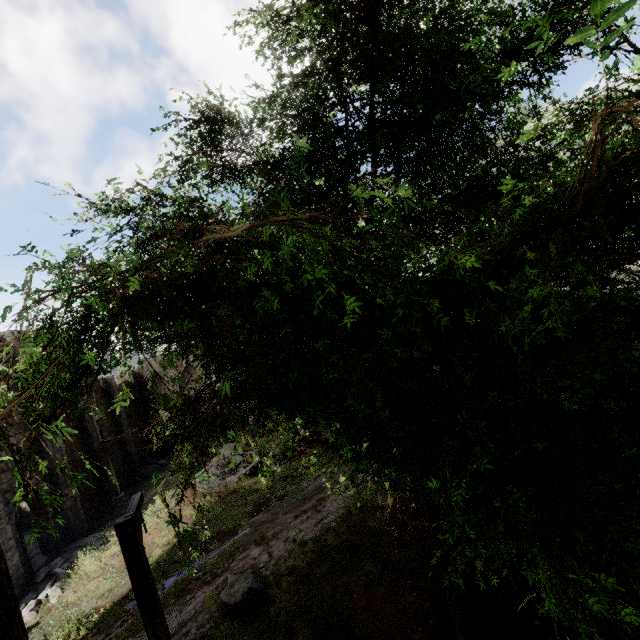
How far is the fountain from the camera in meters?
18.2 m

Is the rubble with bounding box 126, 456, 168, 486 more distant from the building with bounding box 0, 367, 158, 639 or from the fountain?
the fountain

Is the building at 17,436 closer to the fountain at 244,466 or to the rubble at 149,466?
the rubble at 149,466

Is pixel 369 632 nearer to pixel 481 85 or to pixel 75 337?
pixel 75 337

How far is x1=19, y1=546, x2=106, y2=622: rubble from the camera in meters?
12.8 m

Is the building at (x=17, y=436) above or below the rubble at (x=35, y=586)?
above
